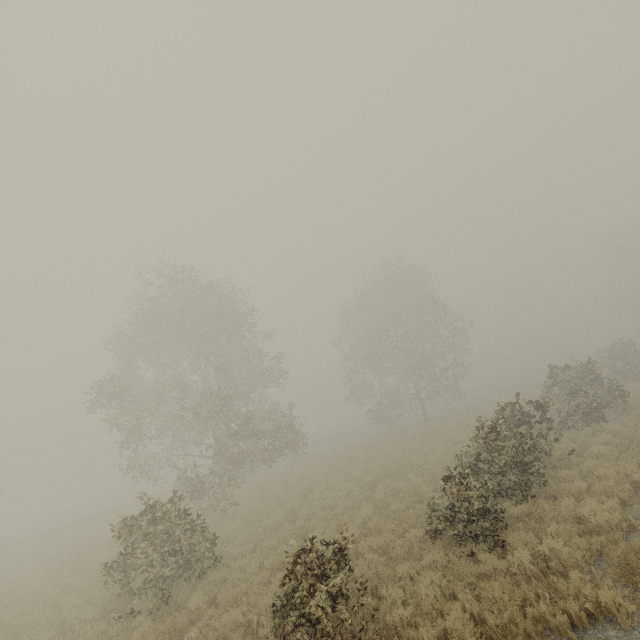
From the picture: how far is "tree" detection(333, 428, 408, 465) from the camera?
26.2m

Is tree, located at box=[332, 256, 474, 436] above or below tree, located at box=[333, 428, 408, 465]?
above

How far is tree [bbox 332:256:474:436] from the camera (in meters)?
32.19

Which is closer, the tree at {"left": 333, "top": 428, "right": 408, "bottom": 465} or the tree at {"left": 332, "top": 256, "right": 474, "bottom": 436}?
the tree at {"left": 333, "top": 428, "right": 408, "bottom": 465}

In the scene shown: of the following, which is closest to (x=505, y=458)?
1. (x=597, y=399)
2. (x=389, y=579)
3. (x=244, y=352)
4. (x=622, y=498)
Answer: (x=622, y=498)

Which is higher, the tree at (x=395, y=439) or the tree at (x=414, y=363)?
the tree at (x=414, y=363)

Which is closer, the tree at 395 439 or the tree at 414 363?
the tree at 395 439
